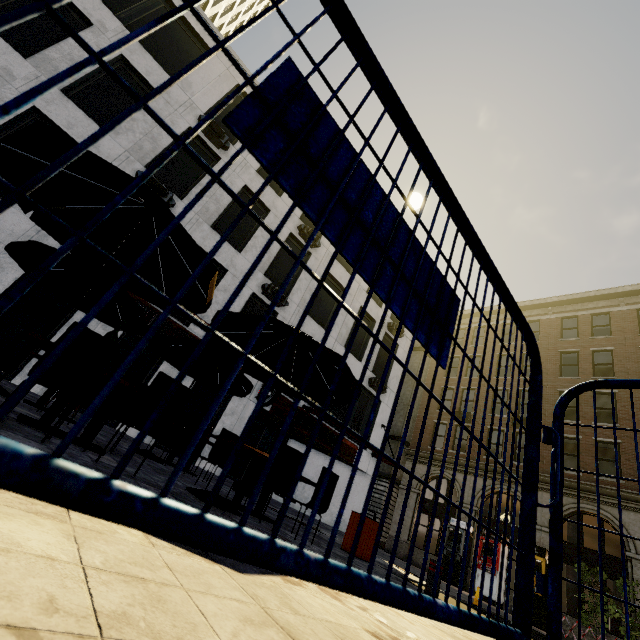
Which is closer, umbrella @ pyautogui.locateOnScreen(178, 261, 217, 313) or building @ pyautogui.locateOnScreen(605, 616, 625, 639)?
umbrella @ pyautogui.locateOnScreen(178, 261, 217, 313)

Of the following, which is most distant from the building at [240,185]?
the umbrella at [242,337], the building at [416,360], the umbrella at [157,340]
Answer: the building at [416,360]

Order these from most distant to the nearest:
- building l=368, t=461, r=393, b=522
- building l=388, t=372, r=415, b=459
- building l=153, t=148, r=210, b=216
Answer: building l=388, t=372, r=415, b=459, building l=368, t=461, r=393, b=522, building l=153, t=148, r=210, b=216

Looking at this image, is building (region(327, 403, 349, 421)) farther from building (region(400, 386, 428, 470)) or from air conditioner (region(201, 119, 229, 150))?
building (region(400, 386, 428, 470))

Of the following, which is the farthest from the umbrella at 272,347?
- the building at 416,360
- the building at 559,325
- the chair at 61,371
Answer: the building at 416,360

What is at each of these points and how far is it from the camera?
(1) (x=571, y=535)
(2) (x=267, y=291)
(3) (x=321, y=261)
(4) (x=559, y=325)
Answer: (1) building, 20.6m
(2) air conditioner, 14.1m
(3) building, 17.2m
(4) building, 23.2m

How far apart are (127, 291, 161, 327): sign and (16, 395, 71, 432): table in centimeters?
669cm

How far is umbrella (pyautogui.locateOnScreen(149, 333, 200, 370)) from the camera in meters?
6.9 m
